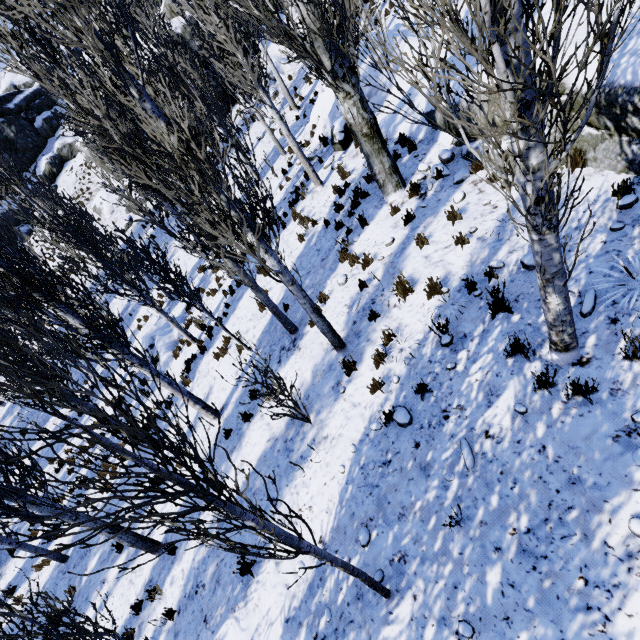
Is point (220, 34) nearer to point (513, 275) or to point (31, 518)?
point (513, 275)

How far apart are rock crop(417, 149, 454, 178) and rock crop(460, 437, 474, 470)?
A: 6.28m

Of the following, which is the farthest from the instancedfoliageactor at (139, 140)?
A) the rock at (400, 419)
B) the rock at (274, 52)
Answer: the rock at (400, 419)

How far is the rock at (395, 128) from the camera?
7.8 meters

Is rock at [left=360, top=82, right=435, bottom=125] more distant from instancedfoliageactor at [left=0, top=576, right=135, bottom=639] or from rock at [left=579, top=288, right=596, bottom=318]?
rock at [left=579, top=288, right=596, bottom=318]

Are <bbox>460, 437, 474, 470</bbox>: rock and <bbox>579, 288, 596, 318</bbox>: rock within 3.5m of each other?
yes

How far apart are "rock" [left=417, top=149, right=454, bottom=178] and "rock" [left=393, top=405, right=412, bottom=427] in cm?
584

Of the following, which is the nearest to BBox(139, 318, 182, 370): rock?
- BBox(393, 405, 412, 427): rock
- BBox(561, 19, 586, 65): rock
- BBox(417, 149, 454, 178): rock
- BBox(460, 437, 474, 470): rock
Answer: BBox(561, 19, 586, 65): rock
